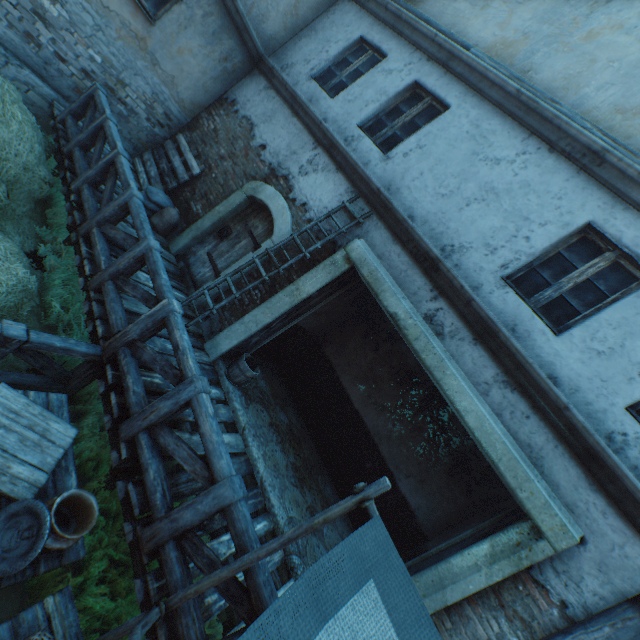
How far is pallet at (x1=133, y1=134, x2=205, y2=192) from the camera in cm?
707

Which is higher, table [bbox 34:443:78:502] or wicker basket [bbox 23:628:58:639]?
wicker basket [bbox 23:628:58:639]

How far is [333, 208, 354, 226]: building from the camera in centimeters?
552cm

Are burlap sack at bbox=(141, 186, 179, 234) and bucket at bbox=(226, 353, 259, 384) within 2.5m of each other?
no

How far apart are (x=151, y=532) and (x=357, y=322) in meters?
5.7 m

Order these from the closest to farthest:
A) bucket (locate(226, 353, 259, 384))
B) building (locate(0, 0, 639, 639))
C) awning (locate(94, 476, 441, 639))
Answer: awning (locate(94, 476, 441, 639)) < building (locate(0, 0, 639, 639)) < bucket (locate(226, 353, 259, 384))

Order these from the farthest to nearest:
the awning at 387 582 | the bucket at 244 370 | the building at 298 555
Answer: the bucket at 244 370, the building at 298 555, the awning at 387 582

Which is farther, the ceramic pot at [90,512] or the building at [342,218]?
the building at [342,218]
